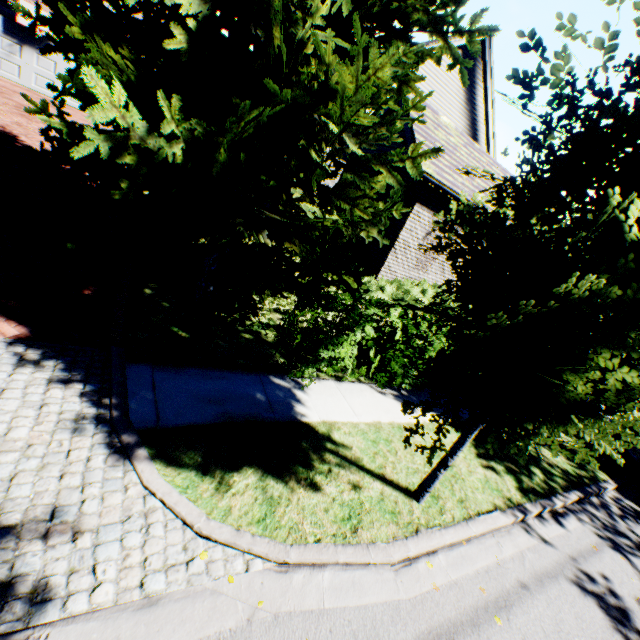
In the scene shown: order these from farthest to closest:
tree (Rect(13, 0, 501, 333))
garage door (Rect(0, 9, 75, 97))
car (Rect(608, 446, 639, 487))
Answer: garage door (Rect(0, 9, 75, 97)) < car (Rect(608, 446, 639, 487)) < tree (Rect(13, 0, 501, 333))

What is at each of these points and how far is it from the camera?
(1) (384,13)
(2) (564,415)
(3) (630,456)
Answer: (1) tree, 4.7 meters
(2) tree, 2.9 meters
(3) car, 8.4 meters

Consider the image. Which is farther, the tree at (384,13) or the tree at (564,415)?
the tree at (384,13)

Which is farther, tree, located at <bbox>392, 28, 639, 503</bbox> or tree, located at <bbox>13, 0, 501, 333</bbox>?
tree, located at <bbox>13, 0, 501, 333</bbox>

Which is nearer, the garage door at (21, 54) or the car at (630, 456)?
the car at (630, 456)

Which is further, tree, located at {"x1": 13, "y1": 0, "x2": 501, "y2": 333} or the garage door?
the garage door

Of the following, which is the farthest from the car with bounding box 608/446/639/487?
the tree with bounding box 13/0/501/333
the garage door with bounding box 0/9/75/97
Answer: the garage door with bounding box 0/9/75/97
